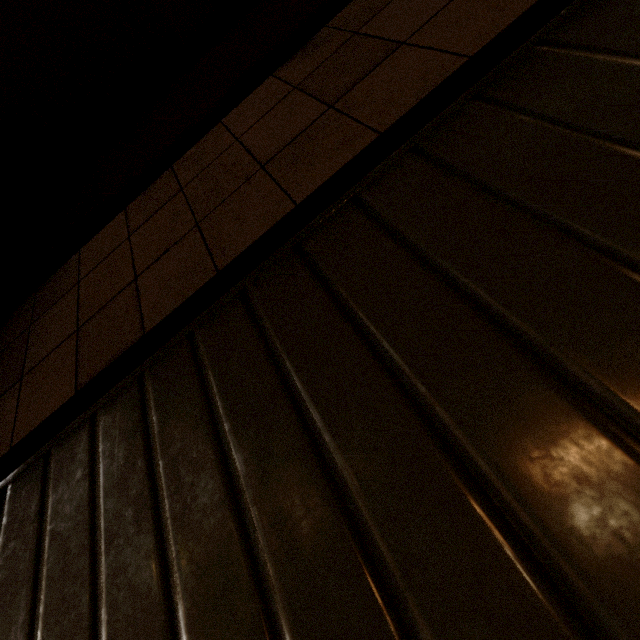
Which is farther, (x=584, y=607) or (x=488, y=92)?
(x=488, y=92)
